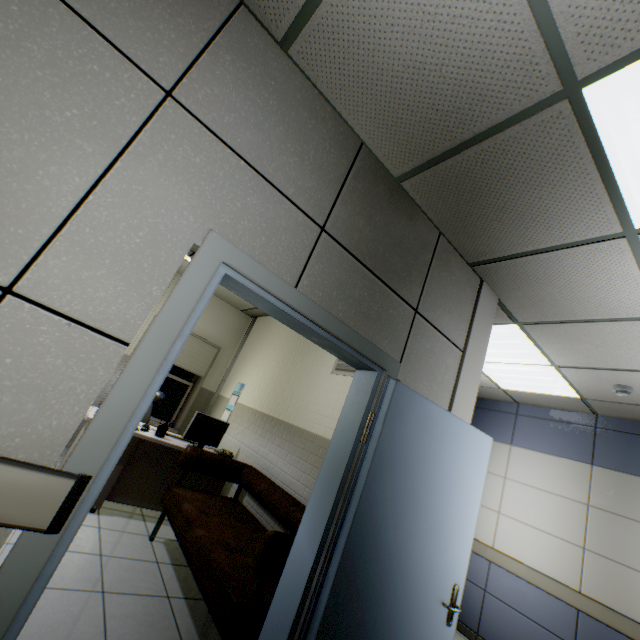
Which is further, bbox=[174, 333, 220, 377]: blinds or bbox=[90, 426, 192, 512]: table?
bbox=[174, 333, 220, 377]: blinds

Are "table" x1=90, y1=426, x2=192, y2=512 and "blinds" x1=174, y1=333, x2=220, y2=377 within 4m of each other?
yes

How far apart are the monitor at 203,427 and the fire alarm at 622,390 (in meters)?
4.61

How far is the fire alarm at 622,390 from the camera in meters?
3.4 m

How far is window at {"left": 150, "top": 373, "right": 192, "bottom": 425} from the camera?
5.85m

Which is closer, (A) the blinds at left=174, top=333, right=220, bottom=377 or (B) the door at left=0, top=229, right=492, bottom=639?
(B) the door at left=0, top=229, right=492, bottom=639

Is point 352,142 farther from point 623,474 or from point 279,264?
point 623,474

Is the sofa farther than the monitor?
No
